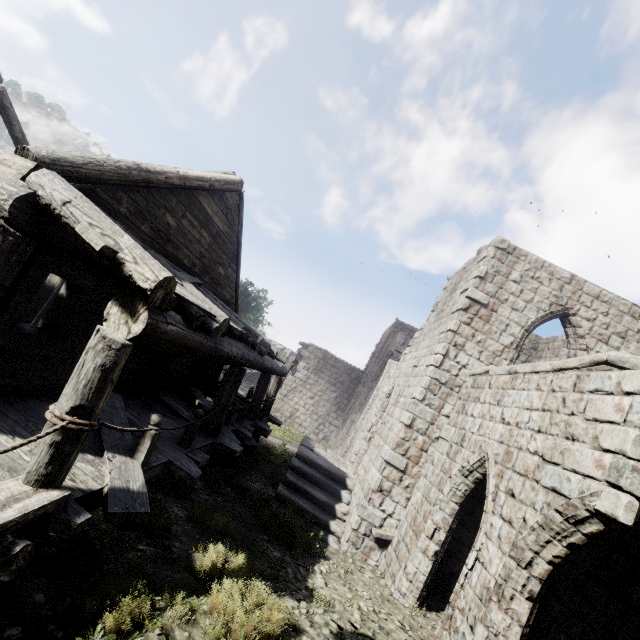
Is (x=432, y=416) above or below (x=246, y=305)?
below
